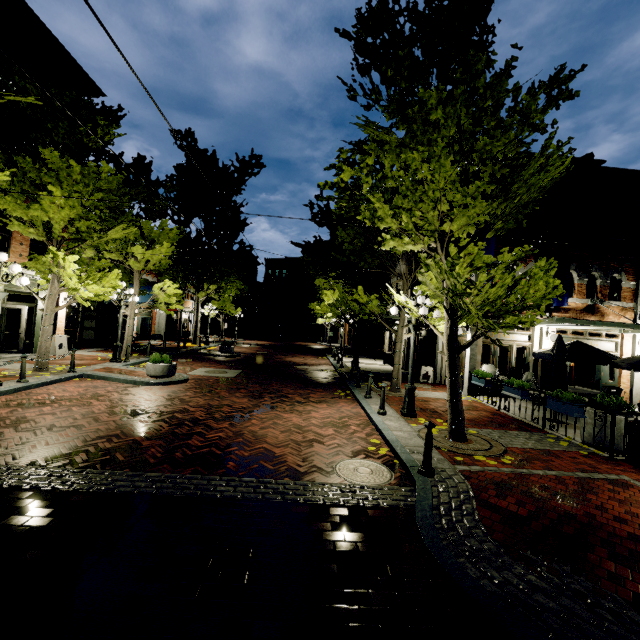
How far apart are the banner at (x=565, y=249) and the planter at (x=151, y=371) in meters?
15.0

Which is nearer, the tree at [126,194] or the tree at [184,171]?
the tree at [126,194]

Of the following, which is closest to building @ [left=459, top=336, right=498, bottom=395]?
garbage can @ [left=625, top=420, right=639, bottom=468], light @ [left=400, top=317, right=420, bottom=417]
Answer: light @ [left=400, top=317, right=420, bottom=417]

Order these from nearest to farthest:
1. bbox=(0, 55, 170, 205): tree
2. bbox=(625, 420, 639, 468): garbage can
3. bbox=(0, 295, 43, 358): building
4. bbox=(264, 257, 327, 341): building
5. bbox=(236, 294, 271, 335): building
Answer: bbox=(625, 420, 639, 468): garbage can → bbox=(0, 55, 170, 205): tree → bbox=(0, 295, 43, 358): building → bbox=(264, 257, 327, 341): building → bbox=(236, 294, 271, 335): building

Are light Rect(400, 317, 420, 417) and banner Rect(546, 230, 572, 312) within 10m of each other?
yes

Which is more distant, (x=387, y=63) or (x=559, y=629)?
(x=387, y=63)

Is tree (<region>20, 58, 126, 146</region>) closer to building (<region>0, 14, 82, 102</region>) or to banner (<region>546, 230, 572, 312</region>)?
building (<region>0, 14, 82, 102</region>)

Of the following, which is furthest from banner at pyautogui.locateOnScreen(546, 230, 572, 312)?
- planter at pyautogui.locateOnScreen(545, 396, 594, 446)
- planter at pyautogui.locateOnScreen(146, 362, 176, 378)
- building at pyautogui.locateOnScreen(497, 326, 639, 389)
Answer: planter at pyautogui.locateOnScreen(146, 362, 176, 378)
